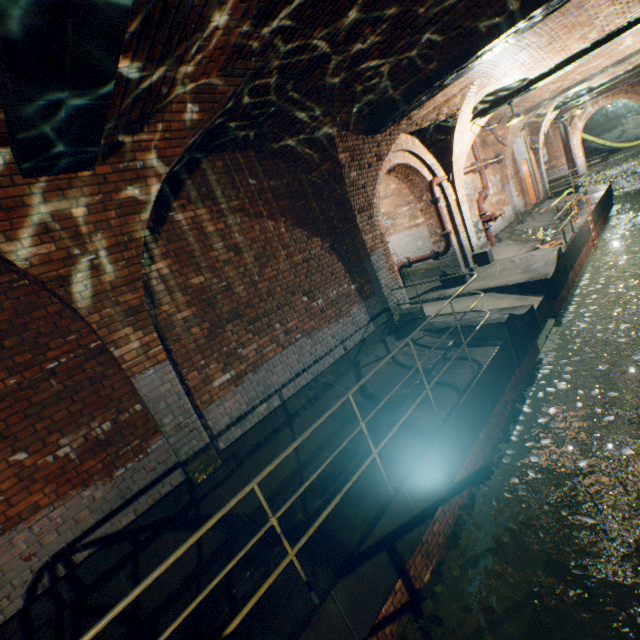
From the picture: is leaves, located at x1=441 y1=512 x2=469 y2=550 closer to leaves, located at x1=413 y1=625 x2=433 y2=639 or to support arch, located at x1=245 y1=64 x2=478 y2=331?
leaves, located at x1=413 y1=625 x2=433 y2=639

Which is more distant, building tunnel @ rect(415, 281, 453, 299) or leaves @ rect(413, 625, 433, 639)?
building tunnel @ rect(415, 281, 453, 299)

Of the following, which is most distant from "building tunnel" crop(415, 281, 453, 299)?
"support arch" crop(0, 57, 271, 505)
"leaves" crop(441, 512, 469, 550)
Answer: "leaves" crop(441, 512, 469, 550)

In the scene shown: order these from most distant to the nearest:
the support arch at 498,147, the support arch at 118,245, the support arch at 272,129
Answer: the support arch at 498,147, the support arch at 272,129, the support arch at 118,245

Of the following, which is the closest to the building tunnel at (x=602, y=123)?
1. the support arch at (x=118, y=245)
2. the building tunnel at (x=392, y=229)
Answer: the building tunnel at (x=392, y=229)

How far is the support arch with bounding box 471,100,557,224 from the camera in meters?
12.0

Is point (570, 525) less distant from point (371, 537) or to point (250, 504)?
point (371, 537)

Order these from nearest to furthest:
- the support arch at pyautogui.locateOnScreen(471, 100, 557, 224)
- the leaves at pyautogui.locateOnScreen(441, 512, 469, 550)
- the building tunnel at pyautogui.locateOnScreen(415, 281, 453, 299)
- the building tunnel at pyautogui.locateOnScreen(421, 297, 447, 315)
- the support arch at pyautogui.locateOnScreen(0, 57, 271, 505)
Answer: the support arch at pyautogui.locateOnScreen(0, 57, 271, 505)
the leaves at pyautogui.locateOnScreen(441, 512, 469, 550)
the building tunnel at pyautogui.locateOnScreen(421, 297, 447, 315)
the building tunnel at pyautogui.locateOnScreen(415, 281, 453, 299)
the support arch at pyautogui.locateOnScreen(471, 100, 557, 224)
